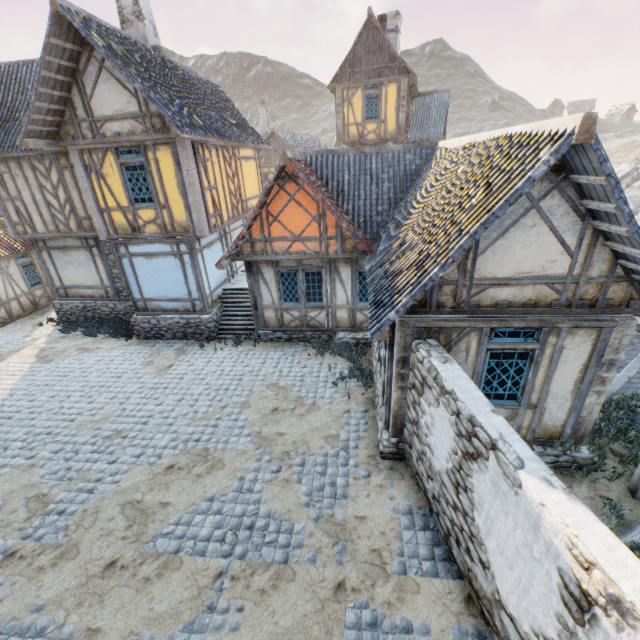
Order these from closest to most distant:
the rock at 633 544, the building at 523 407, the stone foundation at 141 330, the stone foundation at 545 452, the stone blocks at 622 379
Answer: the rock at 633 544 → the building at 523 407 → the stone foundation at 545 452 → the stone blocks at 622 379 → the stone foundation at 141 330

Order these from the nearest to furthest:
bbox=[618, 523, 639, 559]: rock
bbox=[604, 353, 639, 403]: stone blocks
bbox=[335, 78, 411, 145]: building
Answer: bbox=[618, 523, 639, 559]: rock
bbox=[604, 353, 639, 403]: stone blocks
bbox=[335, 78, 411, 145]: building

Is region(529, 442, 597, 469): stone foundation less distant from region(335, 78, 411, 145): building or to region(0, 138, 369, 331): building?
region(0, 138, 369, 331): building

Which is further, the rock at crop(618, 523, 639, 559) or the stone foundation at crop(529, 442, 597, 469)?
the stone foundation at crop(529, 442, 597, 469)

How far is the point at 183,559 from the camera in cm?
563

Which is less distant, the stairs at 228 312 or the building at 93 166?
the building at 93 166

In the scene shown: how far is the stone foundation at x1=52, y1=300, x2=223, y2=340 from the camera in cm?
1246

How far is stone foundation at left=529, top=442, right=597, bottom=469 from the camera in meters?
6.7
